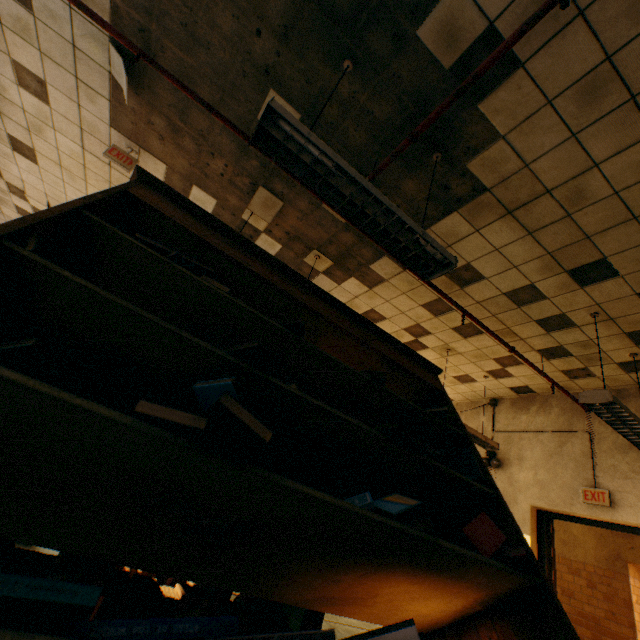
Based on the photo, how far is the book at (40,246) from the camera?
0.8 meters

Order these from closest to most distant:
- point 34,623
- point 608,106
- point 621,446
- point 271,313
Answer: point 34,623 → point 271,313 → point 608,106 → point 621,446

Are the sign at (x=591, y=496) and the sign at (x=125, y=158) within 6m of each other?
no

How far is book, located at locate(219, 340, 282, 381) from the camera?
1.00m

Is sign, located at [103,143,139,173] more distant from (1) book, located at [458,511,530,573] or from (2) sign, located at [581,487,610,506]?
(2) sign, located at [581,487,610,506]

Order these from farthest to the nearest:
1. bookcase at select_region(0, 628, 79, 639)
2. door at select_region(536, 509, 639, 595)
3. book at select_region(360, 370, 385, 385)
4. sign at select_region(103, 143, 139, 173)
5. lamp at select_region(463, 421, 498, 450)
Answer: lamp at select_region(463, 421, 498, 450) → door at select_region(536, 509, 639, 595) → sign at select_region(103, 143, 139, 173) → book at select_region(360, 370, 385, 385) → bookcase at select_region(0, 628, 79, 639)

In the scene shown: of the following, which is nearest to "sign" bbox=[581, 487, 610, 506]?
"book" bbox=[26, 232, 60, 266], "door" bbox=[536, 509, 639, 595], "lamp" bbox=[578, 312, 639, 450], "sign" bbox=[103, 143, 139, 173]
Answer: "door" bbox=[536, 509, 639, 595]

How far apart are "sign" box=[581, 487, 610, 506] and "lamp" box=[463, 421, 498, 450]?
1.09m
